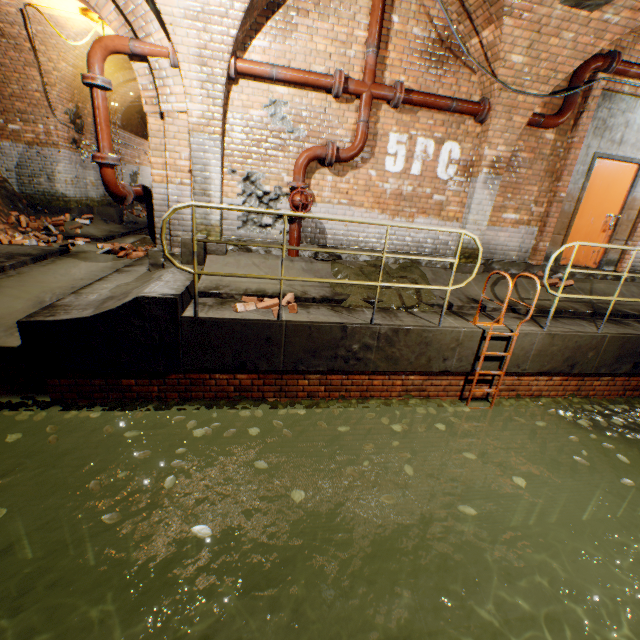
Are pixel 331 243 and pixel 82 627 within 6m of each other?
no

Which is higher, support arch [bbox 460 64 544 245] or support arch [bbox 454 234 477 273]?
support arch [bbox 460 64 544 245]

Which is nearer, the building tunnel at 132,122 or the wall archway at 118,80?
the wall archway at 118,80

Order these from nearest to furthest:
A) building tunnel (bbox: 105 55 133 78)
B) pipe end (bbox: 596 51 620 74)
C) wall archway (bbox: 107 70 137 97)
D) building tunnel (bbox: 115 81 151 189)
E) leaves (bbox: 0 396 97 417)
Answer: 1. leaves (bbox: 0 396 97 417)
2. pipe end (bbox: 596 51 620 74)
3. building tunnel (bbox: 105 55 133 78)
4. wall archway (bbox: 107 70 137 97)
5. building tunnel (bbox: 115 81 151 189)

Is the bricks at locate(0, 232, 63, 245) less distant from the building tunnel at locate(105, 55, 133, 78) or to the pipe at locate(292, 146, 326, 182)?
the building tunnel at locate(105, 55, 133, 78)

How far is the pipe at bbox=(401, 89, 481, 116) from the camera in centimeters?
528cm

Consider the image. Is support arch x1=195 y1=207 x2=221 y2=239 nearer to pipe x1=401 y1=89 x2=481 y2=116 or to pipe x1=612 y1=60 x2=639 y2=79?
pipe x1=401 y1=89 x2=481 y2=116

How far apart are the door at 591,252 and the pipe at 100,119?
8.6 meters
